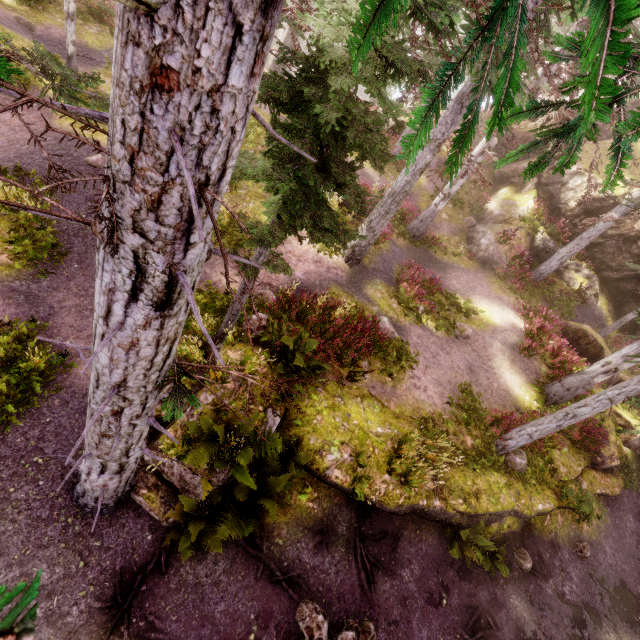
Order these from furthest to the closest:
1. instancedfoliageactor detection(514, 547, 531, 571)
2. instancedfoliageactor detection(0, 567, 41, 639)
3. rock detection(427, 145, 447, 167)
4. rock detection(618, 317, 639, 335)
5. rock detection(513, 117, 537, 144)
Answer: rock detection(513, 117, 537, 144), rock detection(427, 145, 447, 167), rock detection(618, 317, 639, 335), instancedfoliageactor detection(514, 547, 531, 571), instancedfoliageactor detection(0, 567, 41, 639)

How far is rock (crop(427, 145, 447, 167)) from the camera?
21.5m

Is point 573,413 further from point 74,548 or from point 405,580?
point 74,548

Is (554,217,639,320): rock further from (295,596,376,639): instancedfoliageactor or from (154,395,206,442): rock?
(154,395,206,442): rock

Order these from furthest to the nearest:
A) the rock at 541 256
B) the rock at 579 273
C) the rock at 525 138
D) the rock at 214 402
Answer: the rock at 525 138 → the rock at 541 256 → the rock at 579 273 → the rock at 214 402

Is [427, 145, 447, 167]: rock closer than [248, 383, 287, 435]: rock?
No

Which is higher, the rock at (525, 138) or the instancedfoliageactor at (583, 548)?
the rock at (525, 138)
